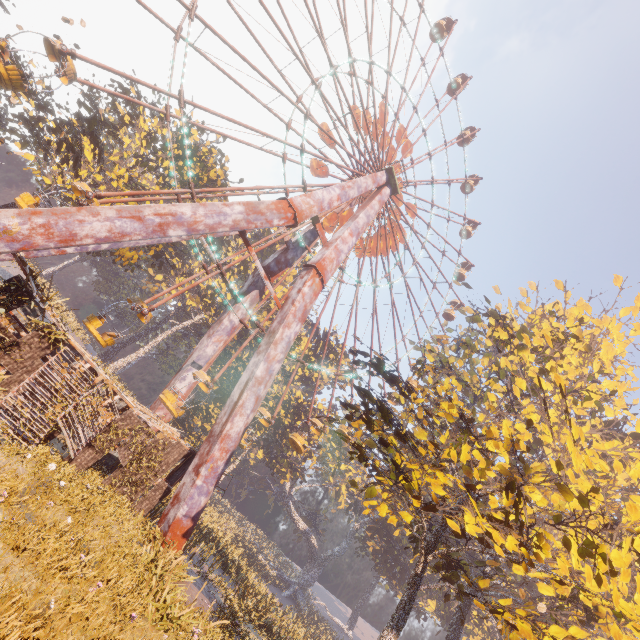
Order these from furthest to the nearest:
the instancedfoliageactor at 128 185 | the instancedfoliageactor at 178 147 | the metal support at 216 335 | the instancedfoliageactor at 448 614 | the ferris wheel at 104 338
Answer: the instancedfoliageactor at 178 147 → the instancedfoliageactor at 448 614 → the metal support at 216 335 → the instancedfoliageactor at 128 185 → the ferris wheel at 104 338

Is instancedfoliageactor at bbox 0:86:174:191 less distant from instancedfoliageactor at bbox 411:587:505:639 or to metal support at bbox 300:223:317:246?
metal support at bbox 300:223:317:246

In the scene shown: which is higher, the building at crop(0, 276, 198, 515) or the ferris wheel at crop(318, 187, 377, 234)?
the ferris wheel at crop(318, 187, 377, 234)

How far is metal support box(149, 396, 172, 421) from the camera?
21.0m

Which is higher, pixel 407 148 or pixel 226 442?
pixel 407 148

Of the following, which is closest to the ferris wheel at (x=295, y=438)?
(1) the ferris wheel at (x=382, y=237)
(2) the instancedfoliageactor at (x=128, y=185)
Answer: (1) the ferris wheel at (x=382, y=237)

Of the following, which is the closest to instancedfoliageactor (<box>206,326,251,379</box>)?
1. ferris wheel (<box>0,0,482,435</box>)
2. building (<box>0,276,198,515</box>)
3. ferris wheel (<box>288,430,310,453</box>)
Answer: building (<box>0,276,198,515</box>)
